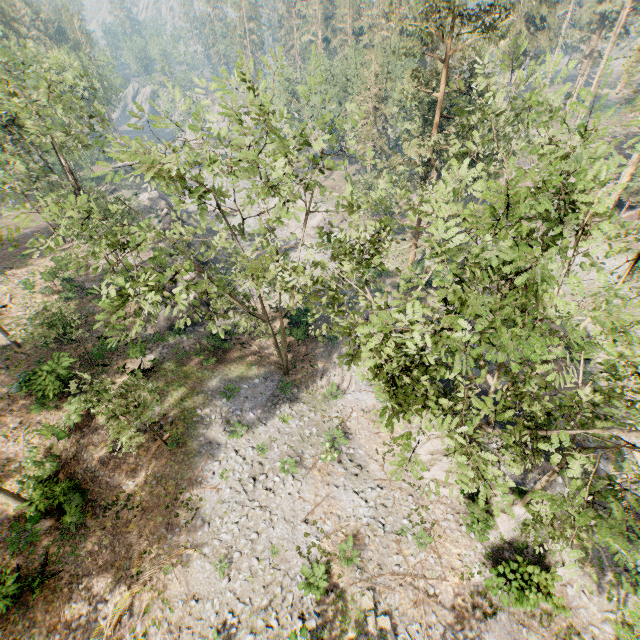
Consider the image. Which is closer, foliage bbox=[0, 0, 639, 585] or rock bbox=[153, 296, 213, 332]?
foliage bbox=[0, 0, 639, 585]

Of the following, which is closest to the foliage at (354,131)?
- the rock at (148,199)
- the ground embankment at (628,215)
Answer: the ground embankment at (628,215)

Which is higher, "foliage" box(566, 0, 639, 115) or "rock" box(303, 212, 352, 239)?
"foliage" box(566, 0, 639, 115)

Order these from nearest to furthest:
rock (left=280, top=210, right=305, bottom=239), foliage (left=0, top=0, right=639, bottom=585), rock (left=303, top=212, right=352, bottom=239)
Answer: foliage (left=0, top=0, right=639, bottom=585), rock (left=303, top=212, right=352, bottom=239), rock (left=280, top=210, right=305, bottom=239)

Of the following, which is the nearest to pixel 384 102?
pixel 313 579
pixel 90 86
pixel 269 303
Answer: pixel 269 303

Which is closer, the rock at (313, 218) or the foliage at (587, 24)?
the foliage at (587, 24)

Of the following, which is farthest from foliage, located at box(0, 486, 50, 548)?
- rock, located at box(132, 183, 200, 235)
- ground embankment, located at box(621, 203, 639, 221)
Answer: rock, located at box(132, 183, 200, 235)
